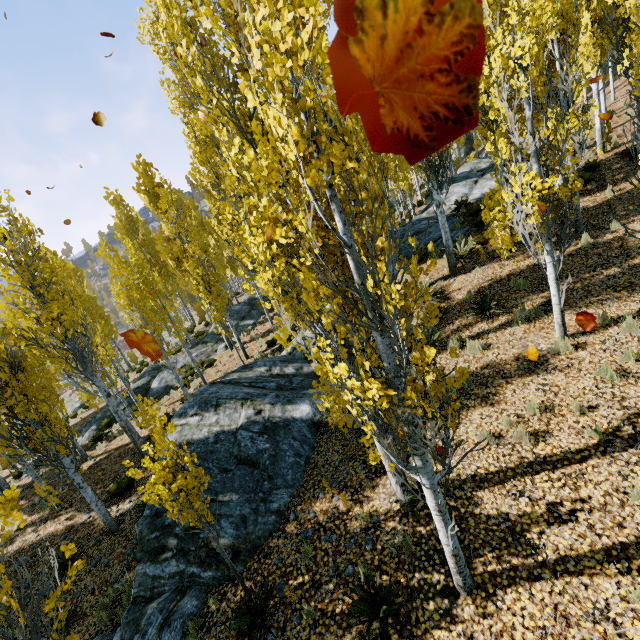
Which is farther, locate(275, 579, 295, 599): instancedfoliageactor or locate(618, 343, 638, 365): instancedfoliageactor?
locate(618, 343, 638, 365): instancedfoliageactor

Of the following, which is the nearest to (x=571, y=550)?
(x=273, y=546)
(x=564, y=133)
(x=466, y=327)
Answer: (x=273, y=546)

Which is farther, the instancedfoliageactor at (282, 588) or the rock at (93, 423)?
the rock at (93, 423)

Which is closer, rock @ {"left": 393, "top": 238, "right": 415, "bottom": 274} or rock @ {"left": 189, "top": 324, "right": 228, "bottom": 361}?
rock @ {"left": 393, "top": 238, "right": 415, "bottom": 274}

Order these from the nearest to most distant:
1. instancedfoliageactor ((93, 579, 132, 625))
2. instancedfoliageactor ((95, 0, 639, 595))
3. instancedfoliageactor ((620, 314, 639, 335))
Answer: instancedfoliageactor ((95, 0, 639, 595)) < instancedfoliageactor ((620, 314, 639, 335)) < instancedfoliageactor ((93, 579, 132, 625))

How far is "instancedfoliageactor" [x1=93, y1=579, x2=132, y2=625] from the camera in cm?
691

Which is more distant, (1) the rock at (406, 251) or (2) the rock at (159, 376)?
(2) the rock at (159, 376)
